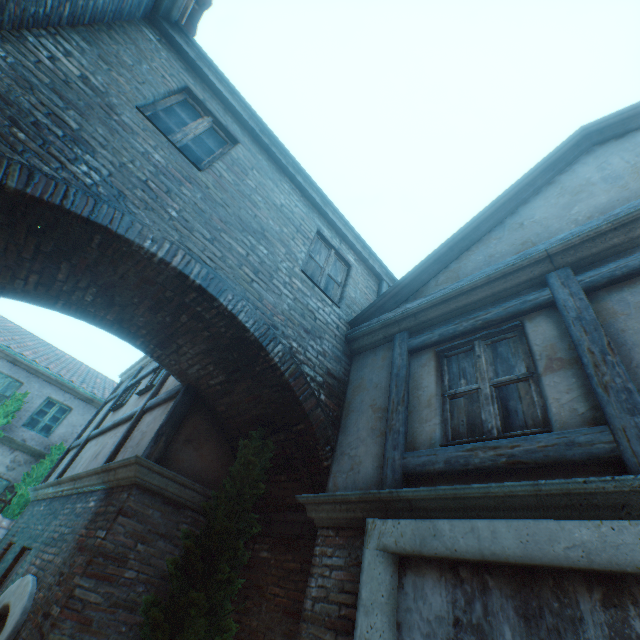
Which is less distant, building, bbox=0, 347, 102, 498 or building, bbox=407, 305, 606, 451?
building, bbox=407, 305, 606, 451

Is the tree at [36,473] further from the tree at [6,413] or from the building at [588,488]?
the building at [588,488]

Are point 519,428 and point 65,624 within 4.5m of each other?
no

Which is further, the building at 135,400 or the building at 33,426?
the building at 33,426

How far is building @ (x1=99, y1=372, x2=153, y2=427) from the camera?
7.4 meters

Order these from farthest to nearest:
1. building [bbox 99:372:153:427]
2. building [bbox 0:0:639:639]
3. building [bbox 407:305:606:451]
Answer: building [bbox 99:372:153:427] → building [bbox 407:305:606:451] → building [bbox 0:0:639:639]

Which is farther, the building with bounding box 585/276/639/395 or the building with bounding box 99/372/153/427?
the building with bounding box 99/372/153/427

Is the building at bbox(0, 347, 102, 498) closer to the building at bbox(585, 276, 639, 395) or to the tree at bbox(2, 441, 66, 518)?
the tree at bbox(2, 441, 66, 518)
